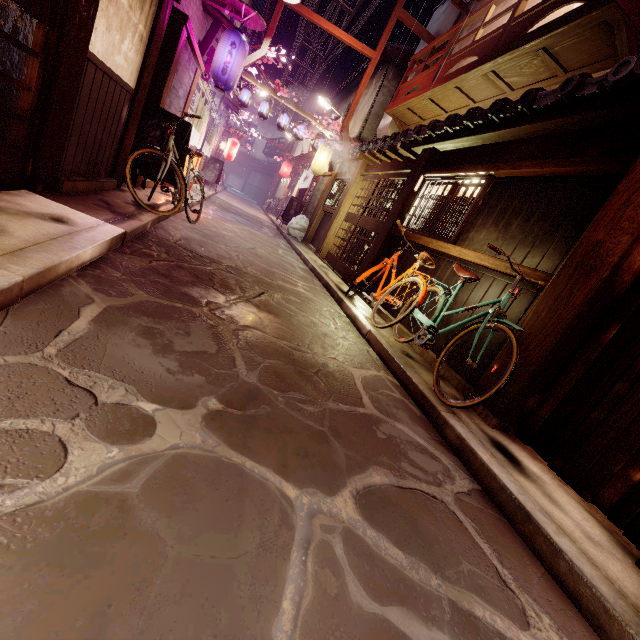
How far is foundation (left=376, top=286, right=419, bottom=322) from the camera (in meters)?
10.09

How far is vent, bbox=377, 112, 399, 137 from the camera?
19.2 meters

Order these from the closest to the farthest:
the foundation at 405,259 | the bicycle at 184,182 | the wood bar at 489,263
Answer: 1. the wood bar at 489,263
2. the bicycle at 184,182
3. the foundation at 405,259

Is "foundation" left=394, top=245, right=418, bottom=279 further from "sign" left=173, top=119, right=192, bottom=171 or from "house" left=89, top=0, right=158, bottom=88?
"house" left=89, top=0, right=158, bottom=88

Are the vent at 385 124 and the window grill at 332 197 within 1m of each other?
no

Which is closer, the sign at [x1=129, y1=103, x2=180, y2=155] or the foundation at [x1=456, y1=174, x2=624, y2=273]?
the foundation at [x1=456, y1=174, x2=624, y2=273]

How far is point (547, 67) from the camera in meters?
9.6 m

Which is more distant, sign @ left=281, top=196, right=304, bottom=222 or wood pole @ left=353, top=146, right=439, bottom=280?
sign @ left=281, top=196, right=304, bottom=222
